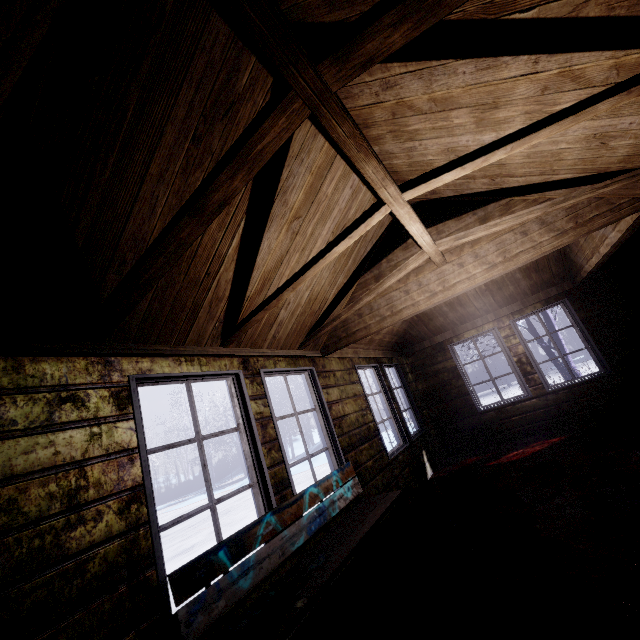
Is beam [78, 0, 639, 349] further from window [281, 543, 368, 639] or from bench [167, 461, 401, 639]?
bench [167, 461, 401, 639]

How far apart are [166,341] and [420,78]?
2.2 meters

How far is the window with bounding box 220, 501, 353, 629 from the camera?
1.7 meters

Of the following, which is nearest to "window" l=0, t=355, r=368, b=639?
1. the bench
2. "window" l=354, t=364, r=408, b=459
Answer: the bench

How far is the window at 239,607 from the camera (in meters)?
1.74

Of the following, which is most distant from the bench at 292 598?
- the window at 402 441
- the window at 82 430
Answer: the window at 402 441

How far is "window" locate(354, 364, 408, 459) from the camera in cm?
430
